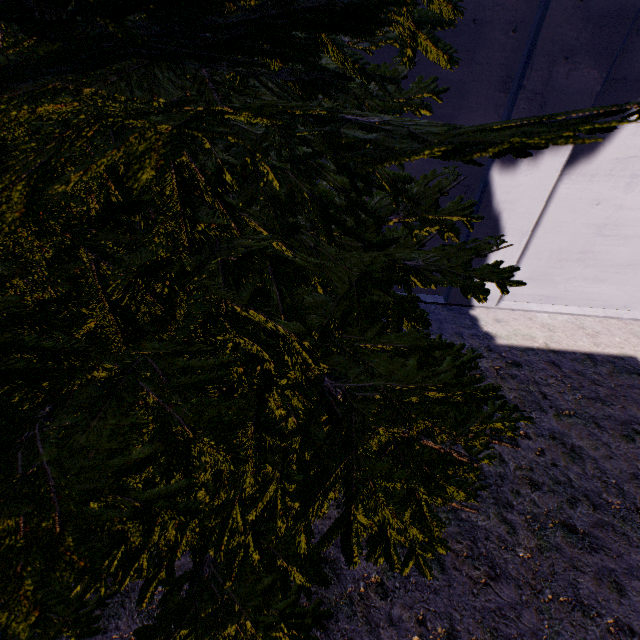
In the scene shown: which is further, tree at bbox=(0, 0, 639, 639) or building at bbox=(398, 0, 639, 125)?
building at bbox=(398, 0, 639, 125)

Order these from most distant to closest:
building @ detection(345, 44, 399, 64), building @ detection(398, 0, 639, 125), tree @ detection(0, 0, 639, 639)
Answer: building @ detection(345, 44, 399, 64)
building @ detection(398, 0, 639, 125)
tree @ detection(0, 0, 639, 639)

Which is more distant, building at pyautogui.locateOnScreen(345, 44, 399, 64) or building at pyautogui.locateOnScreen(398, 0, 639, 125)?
building at pyautogui.locateOnScreen(345, 44, 399, 64)

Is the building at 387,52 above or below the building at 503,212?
above

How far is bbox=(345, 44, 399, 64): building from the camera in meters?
4.0 m

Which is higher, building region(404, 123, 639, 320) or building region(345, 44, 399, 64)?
building region(345, 44, 399, 64)

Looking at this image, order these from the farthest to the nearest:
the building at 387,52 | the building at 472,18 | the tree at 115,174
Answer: the building at 387,52
the building at 472,18
the tree at 115,174

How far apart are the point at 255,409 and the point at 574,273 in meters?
6.5 m
